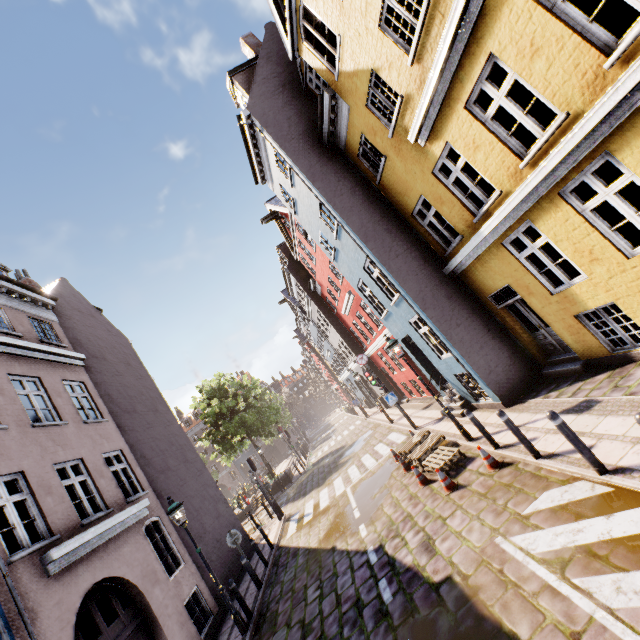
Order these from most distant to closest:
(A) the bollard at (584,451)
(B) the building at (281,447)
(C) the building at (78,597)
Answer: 1. (B) the building at (281,447)
2. (C) the building at (78,597)
3. (A) the bollard at (584,451)

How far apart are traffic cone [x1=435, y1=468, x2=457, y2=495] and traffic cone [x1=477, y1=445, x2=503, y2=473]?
0.8 meters

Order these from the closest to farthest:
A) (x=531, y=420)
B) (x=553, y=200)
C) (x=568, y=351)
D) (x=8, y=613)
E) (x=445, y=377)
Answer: (x=8, y=613)
(x=553, y=200)
(x=531, y=420)
(x=568, y=351)
(x=445, y=377)

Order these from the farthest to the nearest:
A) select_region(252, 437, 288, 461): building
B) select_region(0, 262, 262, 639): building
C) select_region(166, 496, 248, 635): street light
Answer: select_region(252, 437, 288, 461): building < select_region(166, 496, 248, 635): street light < select_region(0, 262, 262, 639): building

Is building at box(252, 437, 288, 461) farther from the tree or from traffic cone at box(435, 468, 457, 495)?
traffic cone at box(435, 468, 457, 495)

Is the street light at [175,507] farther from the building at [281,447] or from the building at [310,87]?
the building at [281,447]

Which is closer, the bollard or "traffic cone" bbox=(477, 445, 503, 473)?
the bollard

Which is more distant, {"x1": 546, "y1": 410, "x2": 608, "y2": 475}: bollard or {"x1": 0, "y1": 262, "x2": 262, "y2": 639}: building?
{"x1": 0, "y1": 262, "x2": 262, "y2": 639}: building
